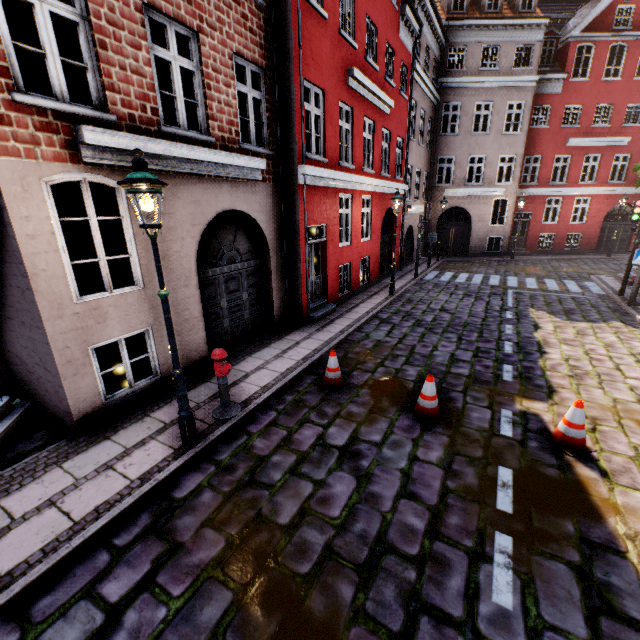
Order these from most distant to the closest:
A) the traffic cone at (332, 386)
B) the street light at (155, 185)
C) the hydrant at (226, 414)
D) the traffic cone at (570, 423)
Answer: the traffic cone at (332, 386) < the hydrant at (226, 414) < the traffic cone at (570, 423) < the street light at (155, 185)

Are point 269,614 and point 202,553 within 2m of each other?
yes

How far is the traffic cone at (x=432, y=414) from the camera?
5.40m

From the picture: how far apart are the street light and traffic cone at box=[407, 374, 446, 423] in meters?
3.6 m

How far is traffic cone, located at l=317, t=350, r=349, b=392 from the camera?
6.4 meters

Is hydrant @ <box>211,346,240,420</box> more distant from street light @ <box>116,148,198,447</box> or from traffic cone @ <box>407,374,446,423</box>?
traffic cone @ <box>407,374,446,423</box>

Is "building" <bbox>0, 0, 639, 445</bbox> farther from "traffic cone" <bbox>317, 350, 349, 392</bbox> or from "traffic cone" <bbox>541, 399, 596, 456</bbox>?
"traffic cone" <bbox>541, 399, 596, 456</bbox>

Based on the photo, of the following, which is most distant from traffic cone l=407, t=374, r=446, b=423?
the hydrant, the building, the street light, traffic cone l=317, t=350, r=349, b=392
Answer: the building
